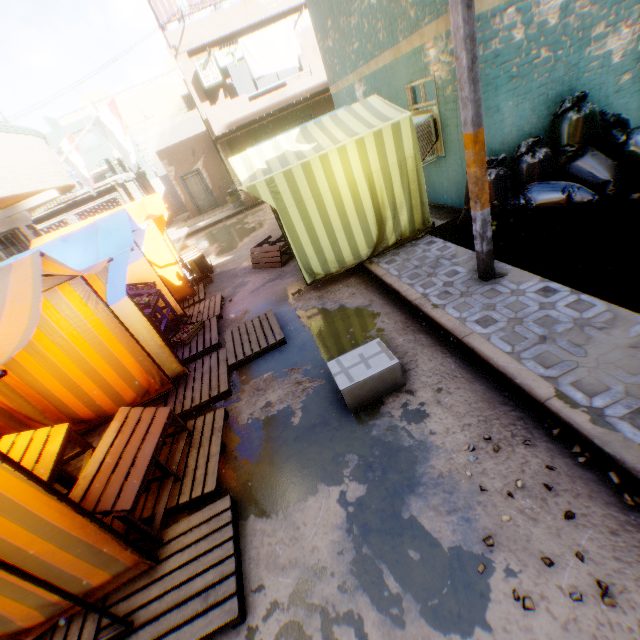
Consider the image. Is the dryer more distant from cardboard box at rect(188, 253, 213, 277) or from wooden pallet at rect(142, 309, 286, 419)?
cardboard box at rect(188, 253, 213, 277)

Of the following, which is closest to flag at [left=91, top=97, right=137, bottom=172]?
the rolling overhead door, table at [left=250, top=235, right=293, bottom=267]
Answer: the rolling overhead door

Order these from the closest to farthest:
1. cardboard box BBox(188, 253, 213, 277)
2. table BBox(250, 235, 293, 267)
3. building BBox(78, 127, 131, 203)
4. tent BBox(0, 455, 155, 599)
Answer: tent BBox(0, 455, 155, 599), table BBox(250, 235, 293, 267), cardboard box BBox(188, 253, 213, 277), building BBox(78, 127, 131, 203)

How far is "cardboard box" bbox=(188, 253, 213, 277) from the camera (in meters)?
9.73

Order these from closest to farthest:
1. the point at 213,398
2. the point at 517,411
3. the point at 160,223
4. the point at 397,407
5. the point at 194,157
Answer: the point at 517,411, the point at 397,407, the point at 213,398, the point at 160,223, the point at 194,157

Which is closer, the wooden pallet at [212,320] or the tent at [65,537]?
the tent at [65,537]

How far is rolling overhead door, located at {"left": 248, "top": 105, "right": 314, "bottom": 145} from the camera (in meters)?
16.05

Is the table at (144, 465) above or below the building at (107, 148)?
below
